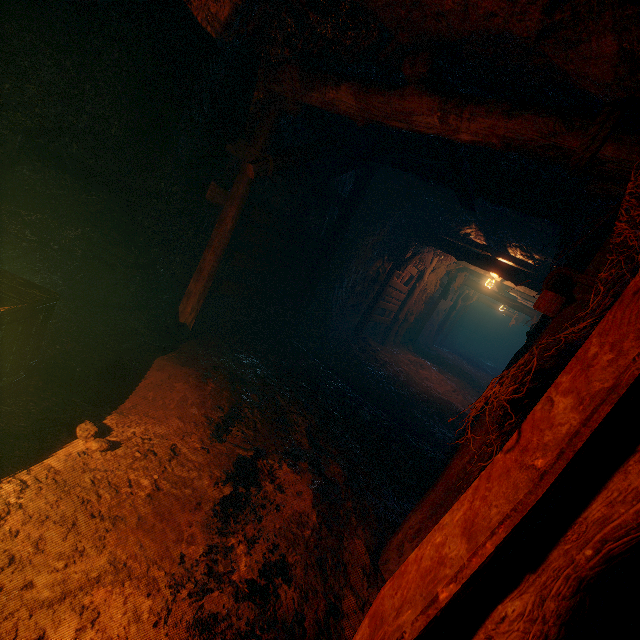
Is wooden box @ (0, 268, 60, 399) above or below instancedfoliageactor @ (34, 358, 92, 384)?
above

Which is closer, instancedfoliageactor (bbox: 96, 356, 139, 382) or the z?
the z

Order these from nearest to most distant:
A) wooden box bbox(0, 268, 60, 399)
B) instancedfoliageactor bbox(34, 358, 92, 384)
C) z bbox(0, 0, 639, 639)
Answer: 1. z bbox(0, 0, 639, 639)
2. wooden box bbox(0, 268, 60, 399)
3. instancedfoliageactor bbox(34, 358, 92, 384)

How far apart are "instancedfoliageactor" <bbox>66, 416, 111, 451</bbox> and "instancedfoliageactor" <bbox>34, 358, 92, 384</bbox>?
0.55m

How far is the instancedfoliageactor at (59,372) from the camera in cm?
316

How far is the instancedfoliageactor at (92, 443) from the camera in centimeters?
268cm

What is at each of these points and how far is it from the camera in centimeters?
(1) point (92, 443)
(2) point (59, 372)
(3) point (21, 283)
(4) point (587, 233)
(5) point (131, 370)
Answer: (1) instancedfoliageactor, 267cm
(2) instancedfoliageactor, 318cm
(3) wooden box, 255cm
(4) z, 138cm
(5) instancedfoliageactor, 366cm
